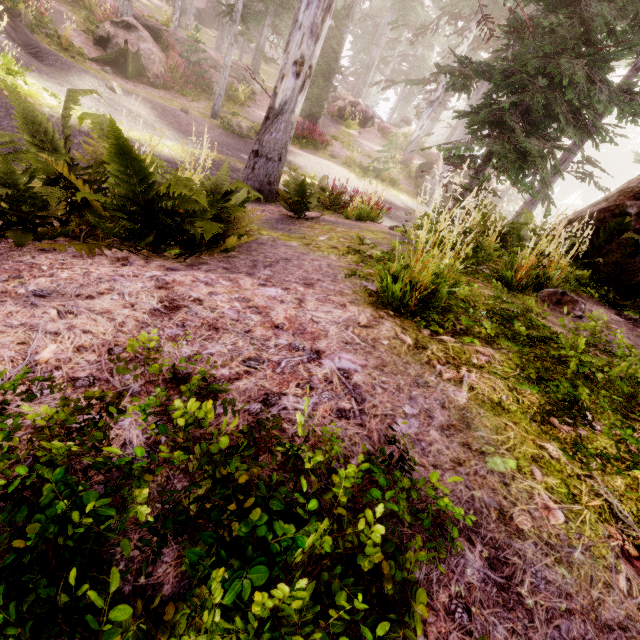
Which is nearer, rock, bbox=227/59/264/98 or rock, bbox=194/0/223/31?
rock, bbox=227/59/264/98

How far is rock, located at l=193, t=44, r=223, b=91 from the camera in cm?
1780

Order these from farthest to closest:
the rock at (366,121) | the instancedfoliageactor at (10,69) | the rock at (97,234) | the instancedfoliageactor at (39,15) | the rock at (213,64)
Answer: the rock at (366,121), the rock at (213,64), the instancedfoliageactor at (39,15), the instancedfoliageactor at (10,69), the rock at (97,234)

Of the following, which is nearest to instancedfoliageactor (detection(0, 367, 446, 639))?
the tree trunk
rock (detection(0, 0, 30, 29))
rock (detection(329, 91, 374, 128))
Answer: rock (detection(0, 0, 30, 29))

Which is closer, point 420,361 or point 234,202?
point 420,361

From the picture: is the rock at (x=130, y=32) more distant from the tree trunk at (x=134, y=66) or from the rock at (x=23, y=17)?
the rock at (x=23, y=17)

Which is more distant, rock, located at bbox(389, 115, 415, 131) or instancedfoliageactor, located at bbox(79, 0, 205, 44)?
rock, located at bbox(389, 115, 415, 131)

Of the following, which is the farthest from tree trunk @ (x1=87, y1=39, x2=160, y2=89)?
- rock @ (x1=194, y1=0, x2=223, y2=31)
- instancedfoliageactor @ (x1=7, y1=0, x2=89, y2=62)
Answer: rock @ (x1=194, y1=0, x2=223, y2=31)
